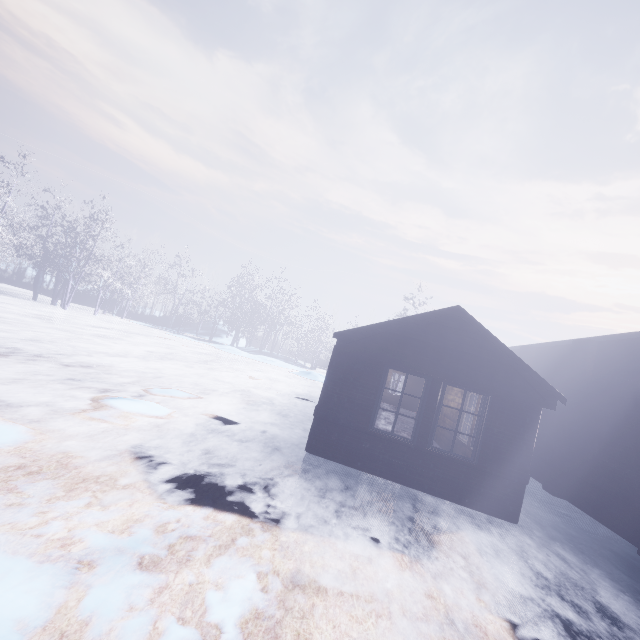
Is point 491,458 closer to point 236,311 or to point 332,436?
point 332,436
